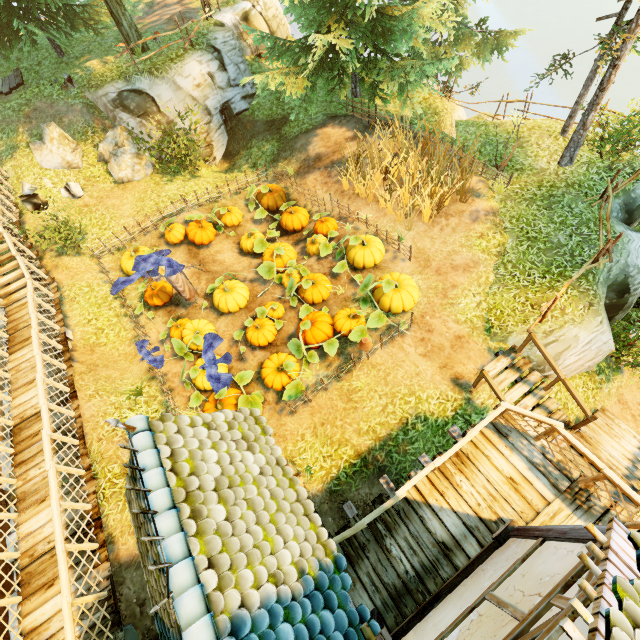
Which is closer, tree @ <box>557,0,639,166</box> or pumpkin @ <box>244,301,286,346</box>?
tree @ <box>557,0,639,166</box>

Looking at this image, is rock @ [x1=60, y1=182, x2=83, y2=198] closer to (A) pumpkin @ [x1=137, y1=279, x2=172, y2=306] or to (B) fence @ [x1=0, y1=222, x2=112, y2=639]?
(B) fence @ [x1=0, y1=222, x2=112, y2=639]

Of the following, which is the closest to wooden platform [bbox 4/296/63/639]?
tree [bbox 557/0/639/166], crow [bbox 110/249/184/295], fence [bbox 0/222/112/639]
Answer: fence [bbox 0/222/112/639]

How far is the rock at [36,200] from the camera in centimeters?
1242cm

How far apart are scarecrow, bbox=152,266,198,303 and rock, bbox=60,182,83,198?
6.9 meters

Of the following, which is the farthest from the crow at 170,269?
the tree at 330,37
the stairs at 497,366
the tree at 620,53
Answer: the tree at 620,53

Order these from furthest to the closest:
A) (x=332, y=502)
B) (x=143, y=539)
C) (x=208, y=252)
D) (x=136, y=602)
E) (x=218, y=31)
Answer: (x=218, y=31)
(x=208, y=252)
(x=332, y=502)
(x=136, y=602)
(x=143, y=539)

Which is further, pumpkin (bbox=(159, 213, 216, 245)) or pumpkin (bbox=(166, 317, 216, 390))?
pumpkin (bbox=(159, 213, 216, 245))
